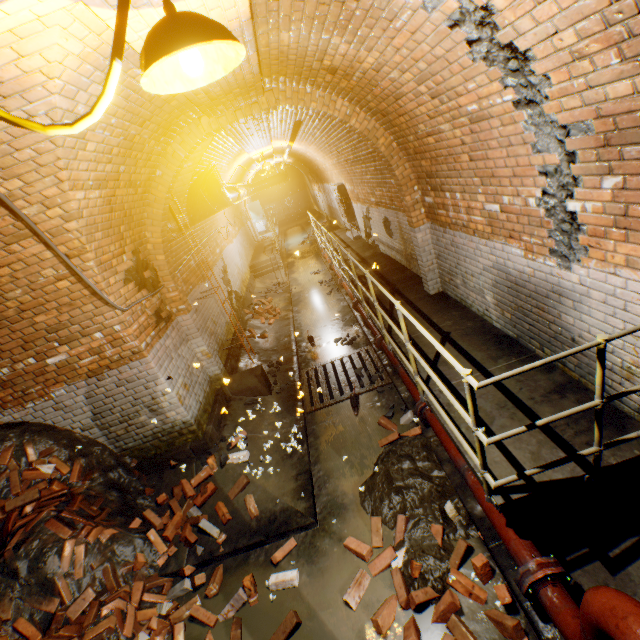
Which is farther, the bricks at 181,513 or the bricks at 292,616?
the bricks at 181,513

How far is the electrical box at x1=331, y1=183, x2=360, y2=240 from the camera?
10.9 meters

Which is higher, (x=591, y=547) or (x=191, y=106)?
(x=191, y=106)

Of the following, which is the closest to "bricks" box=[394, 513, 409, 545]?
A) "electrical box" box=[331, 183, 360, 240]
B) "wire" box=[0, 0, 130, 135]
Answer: "wire" box=[0, 0, 130, 135]

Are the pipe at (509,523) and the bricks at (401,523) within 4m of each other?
yes

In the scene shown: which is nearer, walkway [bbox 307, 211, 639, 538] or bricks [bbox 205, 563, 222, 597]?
walkway [bbox 307, 211, 639, 538]

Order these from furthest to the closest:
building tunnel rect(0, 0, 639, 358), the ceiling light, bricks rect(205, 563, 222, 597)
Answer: bricks rect(205, 563, 222, 597)
building tunnel rect(0, 0, 639, 358)
the ceiling light

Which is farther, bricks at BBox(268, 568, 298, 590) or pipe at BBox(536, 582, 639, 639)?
bricks at BBox(268, 568, 298, 590)
